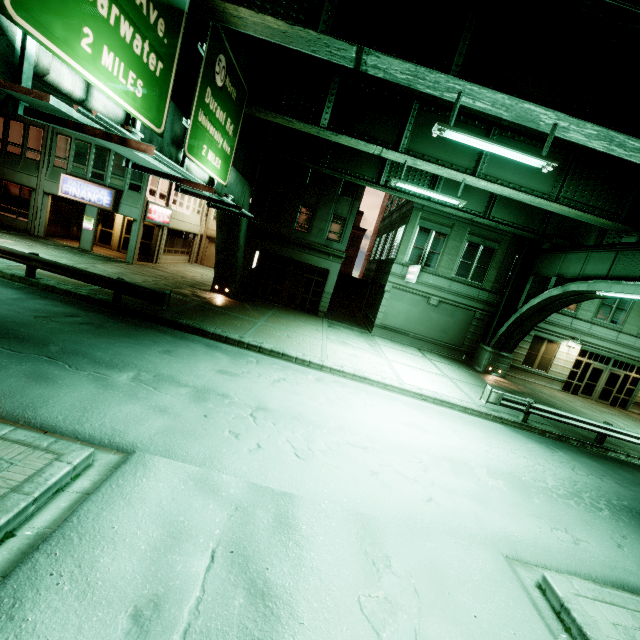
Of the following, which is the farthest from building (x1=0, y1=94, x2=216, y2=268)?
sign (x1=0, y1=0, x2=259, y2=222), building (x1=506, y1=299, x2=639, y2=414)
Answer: sign (x1=0, y1=0, x2=259, y2=222)

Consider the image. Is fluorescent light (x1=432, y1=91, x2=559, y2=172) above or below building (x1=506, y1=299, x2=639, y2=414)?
above

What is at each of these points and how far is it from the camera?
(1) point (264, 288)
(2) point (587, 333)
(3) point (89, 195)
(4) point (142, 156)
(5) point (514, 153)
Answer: (1) building, 25.5 meters
(2) building, 22.8 meters
(3) sign, 21.2 meters
(4) sign, 6.3 meters
(5) fluorescent light, 8.5 meters

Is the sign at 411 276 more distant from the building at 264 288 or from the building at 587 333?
the building at 587 333

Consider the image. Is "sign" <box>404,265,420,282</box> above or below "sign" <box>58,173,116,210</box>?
above

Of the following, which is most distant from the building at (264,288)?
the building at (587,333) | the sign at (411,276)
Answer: the building at (587,333)

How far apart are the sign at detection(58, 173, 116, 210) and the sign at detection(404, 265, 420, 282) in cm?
2015

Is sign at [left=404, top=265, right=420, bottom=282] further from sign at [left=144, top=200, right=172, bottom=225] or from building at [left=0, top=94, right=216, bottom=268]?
sign at [left=144, top=200, right=172, bottom=225]
